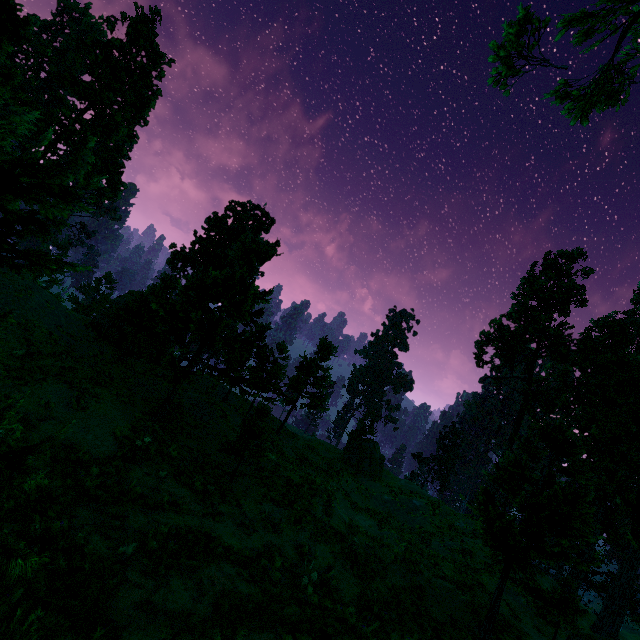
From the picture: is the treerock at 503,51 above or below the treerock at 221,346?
above

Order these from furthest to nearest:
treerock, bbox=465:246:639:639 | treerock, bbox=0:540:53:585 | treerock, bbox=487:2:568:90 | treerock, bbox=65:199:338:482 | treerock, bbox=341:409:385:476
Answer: treerock, bbox=341:409:385:476 < treerock, bbox=65:199:338:482 < treerock, bbox=487:2:568:90 < treerock, bbox=465:246:639:639 < treerock, bbox=0:540:53:585

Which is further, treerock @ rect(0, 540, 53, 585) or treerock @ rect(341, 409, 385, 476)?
treerock @ rect(341, 409, 385, 476)

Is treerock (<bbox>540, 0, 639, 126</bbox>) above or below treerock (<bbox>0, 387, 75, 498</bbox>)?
above

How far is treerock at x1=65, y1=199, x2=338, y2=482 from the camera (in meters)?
15.18

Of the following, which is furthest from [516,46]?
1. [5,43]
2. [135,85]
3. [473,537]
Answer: [135,85]
